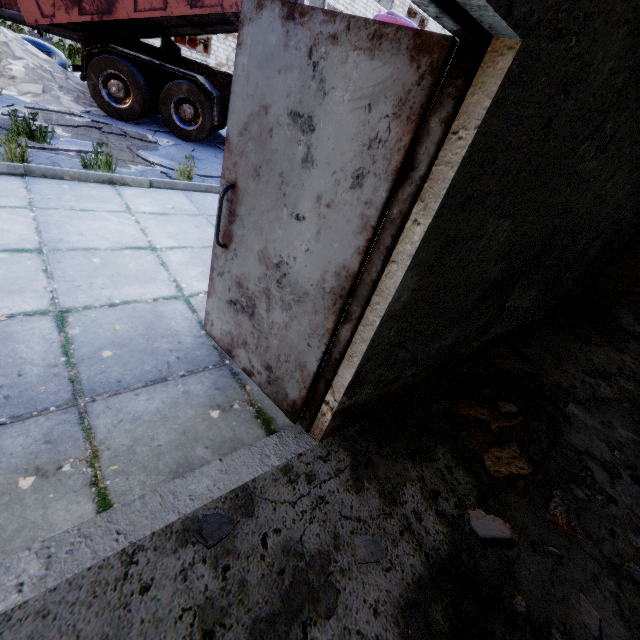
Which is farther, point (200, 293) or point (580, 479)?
point (200, 293)

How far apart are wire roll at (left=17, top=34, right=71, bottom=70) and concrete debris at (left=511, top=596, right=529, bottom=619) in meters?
14.0 m

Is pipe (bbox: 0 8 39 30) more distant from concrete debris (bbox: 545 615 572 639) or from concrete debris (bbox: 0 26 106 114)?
concrete debris (bbox: 545 615 572 639)

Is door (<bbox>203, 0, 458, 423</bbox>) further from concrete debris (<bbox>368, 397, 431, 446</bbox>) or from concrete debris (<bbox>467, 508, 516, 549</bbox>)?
concrete debris (<bbox>467, 508, 516, 549</bbox>)

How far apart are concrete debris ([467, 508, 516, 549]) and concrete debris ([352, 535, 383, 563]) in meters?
0.7

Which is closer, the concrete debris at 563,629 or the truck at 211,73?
the concrete debris at 563,629

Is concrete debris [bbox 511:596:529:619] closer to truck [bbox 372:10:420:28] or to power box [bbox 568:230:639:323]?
power box [bbox 568:230:639:323]

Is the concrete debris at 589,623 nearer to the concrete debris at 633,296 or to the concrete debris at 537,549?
the concrete debris at 537,549
